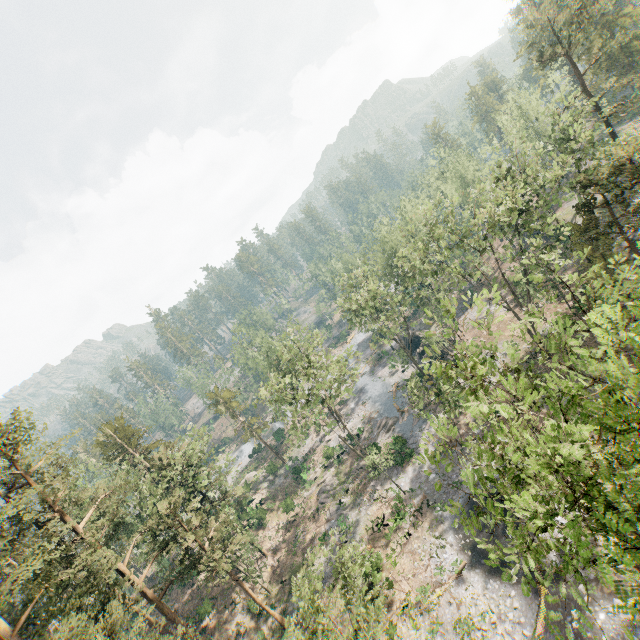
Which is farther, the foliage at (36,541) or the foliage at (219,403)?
the foliage at (219,403)

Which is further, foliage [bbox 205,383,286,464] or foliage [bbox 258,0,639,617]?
foliage [bbox 205,383,286,464]

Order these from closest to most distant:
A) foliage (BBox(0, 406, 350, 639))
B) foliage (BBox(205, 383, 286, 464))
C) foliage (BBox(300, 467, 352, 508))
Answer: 1. foliage (BBox(0, 406, 350, 639))
2. foliage (BBox(300, 467, 352, 508))
3. foliage (BBox(205, 383, 286, 464))

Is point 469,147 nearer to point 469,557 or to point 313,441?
point 313,441

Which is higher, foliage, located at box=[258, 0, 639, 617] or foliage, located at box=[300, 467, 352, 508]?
foliage, located at box=[258, 0, 639, 617]

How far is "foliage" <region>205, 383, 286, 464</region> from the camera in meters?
52.8 m
